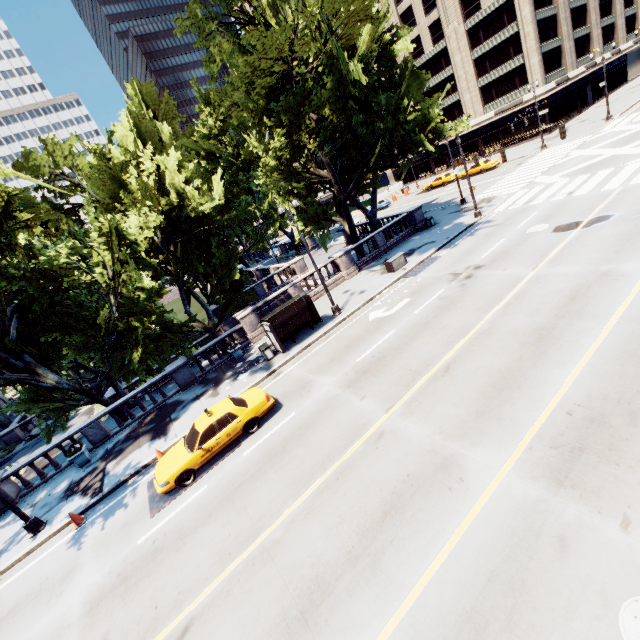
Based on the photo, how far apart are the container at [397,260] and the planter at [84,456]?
21.1m

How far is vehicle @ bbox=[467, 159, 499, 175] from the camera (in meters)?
41.38

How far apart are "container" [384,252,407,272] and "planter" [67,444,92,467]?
21.1m

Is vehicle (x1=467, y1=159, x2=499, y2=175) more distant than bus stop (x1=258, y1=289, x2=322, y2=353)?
Yes

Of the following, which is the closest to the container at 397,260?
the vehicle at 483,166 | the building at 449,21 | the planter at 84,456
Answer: the planter at 84,456

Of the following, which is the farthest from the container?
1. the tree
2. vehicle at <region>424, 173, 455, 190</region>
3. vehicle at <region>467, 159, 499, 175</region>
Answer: vehicle at <region>424, 173, 455, 190</region>

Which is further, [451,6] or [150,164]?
[451,6]

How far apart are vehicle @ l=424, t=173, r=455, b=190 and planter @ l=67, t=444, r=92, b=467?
50.77m
